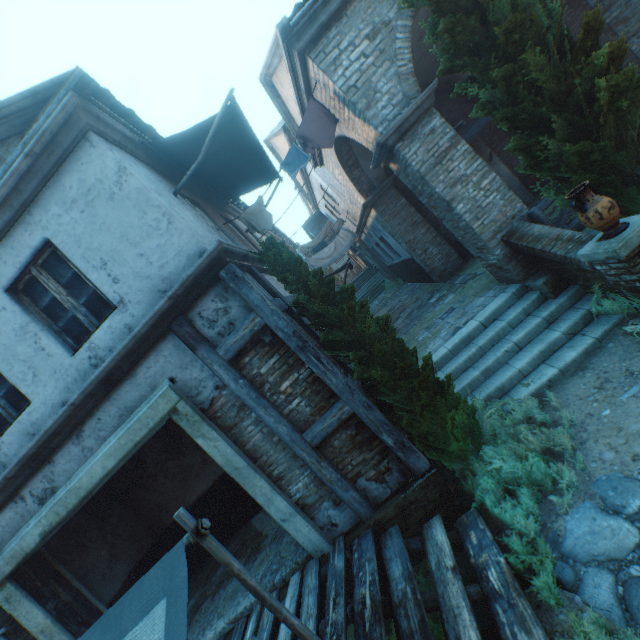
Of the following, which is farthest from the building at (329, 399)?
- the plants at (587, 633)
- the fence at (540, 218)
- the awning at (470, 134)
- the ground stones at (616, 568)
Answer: the awning at (470, 134)

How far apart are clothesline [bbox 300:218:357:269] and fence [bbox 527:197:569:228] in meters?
10.5 m

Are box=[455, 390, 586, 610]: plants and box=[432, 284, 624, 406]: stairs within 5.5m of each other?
yes

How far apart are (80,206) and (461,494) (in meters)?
6.34

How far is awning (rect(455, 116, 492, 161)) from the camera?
9.33m

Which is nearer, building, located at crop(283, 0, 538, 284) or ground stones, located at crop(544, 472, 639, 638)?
ground stones, located at crop(544, 472, 639, 638)

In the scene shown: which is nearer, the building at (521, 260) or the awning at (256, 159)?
the awning at (256, 159)

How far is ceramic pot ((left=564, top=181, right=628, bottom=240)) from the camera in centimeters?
412cm
